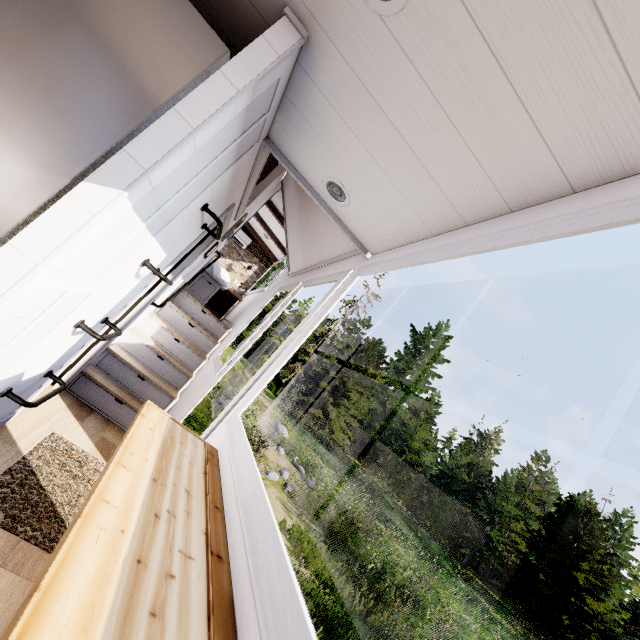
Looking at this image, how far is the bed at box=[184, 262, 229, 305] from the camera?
6.03m

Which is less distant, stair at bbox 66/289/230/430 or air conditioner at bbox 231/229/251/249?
stair at bbox 66/289/230/430

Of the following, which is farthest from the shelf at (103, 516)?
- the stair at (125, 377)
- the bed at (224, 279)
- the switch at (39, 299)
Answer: the bed at (224, 279)

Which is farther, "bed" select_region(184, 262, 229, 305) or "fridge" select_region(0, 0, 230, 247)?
"bed" select_region(184, 262, 229, 305)

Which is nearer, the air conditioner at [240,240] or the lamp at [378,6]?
the lamp at [378,6]

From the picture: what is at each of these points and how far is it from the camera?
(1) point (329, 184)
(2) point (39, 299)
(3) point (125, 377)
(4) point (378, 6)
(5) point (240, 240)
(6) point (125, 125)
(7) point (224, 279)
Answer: (1) lamp, 1.91m
(2) switch, 1.17m
(3) stair, 3.77m
(4) lamp, 0.98m
(5) air conditioner, 8.28m
(6) fridge, 1.04m
(7) bed, 6.07m

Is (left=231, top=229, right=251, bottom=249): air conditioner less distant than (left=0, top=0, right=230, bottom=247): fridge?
No

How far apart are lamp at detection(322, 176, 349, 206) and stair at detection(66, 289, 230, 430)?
3.18m
